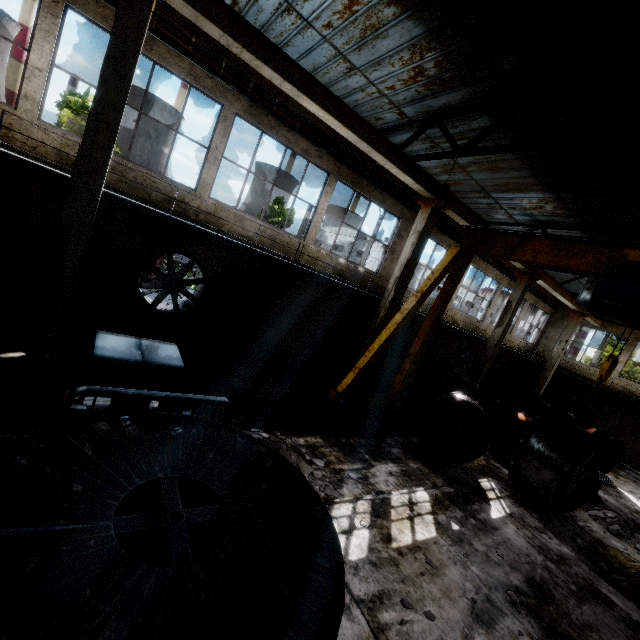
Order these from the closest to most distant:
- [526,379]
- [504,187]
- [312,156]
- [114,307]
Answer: [114,307]
[312,156]
[504,187]
[526,379]

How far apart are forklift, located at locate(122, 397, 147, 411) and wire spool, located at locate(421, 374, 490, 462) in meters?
8.3

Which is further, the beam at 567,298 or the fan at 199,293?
the beam at 567,298

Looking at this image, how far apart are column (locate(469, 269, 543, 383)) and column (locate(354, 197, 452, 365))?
7.5 meters

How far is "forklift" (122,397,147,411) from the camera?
3.6 meters

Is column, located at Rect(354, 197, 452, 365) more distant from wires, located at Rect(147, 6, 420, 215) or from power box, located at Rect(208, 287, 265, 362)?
power box, located at Rect(208, 287, 265, 362)

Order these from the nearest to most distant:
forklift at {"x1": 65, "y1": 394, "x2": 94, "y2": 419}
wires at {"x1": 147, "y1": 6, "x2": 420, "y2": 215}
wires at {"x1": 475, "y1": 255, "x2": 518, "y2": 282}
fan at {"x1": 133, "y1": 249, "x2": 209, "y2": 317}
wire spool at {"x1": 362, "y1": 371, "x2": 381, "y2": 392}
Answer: forklift at {"x1": 65, "y1": 394, "x2": 94, "y2": 419} → wires at {"x1": 147, "y1": 6, "x2": 420, "y2": 215} → fan at {"x1": 133, "y1": 249, "x2": 209, "y2": 317} → wire spool at {"x1": 362, "y1": 371, "x2": 381, "y2": 392} → wires at {"x1": 475, "y1": 255, "x2": 518, "y2": 282}

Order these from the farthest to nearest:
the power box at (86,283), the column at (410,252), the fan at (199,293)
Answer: the column at (410,252) → the fan at (199,293) → the power box at (86,283)
